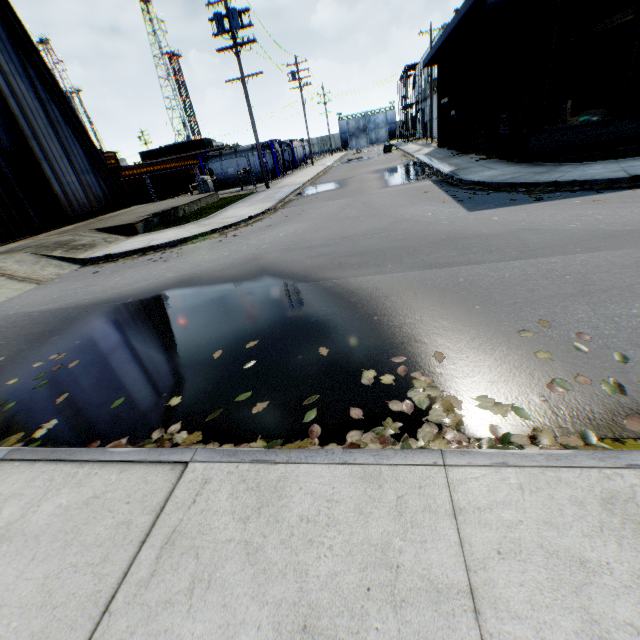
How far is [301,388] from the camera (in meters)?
3.33

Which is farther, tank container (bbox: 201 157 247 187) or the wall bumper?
tank container (bbox: 201 157 247 187)

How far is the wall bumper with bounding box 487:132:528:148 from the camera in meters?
12.1 m

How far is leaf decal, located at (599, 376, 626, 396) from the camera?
2.6m

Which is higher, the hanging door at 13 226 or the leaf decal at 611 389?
the hanging door at 13 226

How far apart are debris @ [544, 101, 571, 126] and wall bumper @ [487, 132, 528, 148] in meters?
1.3 m

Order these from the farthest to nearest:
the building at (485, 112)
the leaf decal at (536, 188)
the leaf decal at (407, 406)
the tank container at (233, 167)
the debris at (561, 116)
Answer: the tank container at (233, 167)
the debris at (561, 116)
the building at (485, 112)
the leaf decal at (536, 188)
the leaf decal at (407, 406)

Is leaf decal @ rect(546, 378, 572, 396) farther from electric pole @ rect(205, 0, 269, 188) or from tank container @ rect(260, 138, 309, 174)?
tank container @ rect(260, 138, 309, 174)
